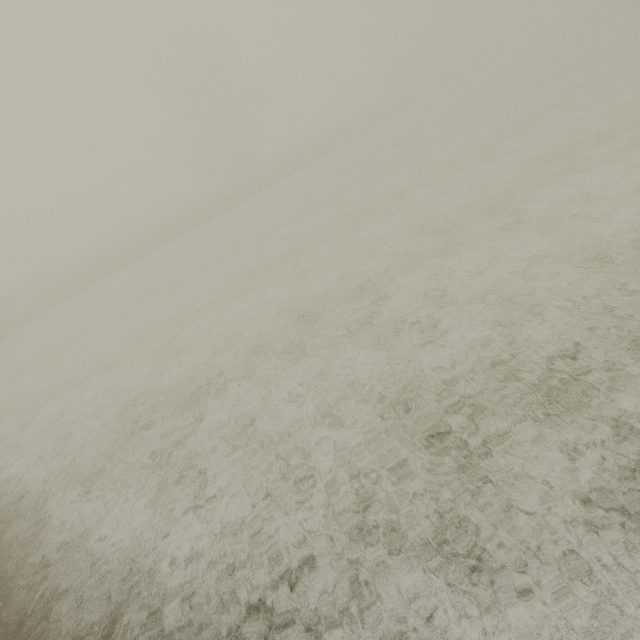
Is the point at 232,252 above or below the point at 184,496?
below
